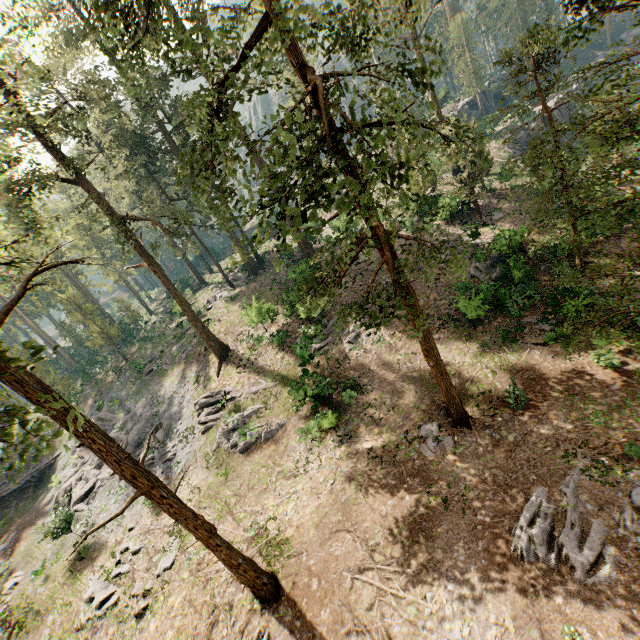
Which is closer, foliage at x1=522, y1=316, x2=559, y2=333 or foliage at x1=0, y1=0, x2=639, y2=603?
foliage at x1=0, y1=0, x2=639, y2=603

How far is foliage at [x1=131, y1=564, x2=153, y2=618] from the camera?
15.80m

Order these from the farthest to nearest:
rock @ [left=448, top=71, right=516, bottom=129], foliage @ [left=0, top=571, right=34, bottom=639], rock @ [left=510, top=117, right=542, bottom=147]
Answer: rock @ [left=448, top=71, right=516, bottom=129], rock @ [left=510, top=117, right=542, bottom=147], foliage @ [left=0, top=571, right=34, bottom=639]

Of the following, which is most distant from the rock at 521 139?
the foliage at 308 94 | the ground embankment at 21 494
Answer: the ground embankment at 21 494

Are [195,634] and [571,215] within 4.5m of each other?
no

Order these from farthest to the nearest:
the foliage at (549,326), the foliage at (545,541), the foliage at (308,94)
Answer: the foliage at (549,326)
the foliage at (545,541)
the foliage at (308,94)

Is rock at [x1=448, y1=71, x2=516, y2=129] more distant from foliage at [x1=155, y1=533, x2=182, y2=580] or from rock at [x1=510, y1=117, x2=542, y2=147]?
rock at [x1=510, y1=117, x2=542, y2=147]
